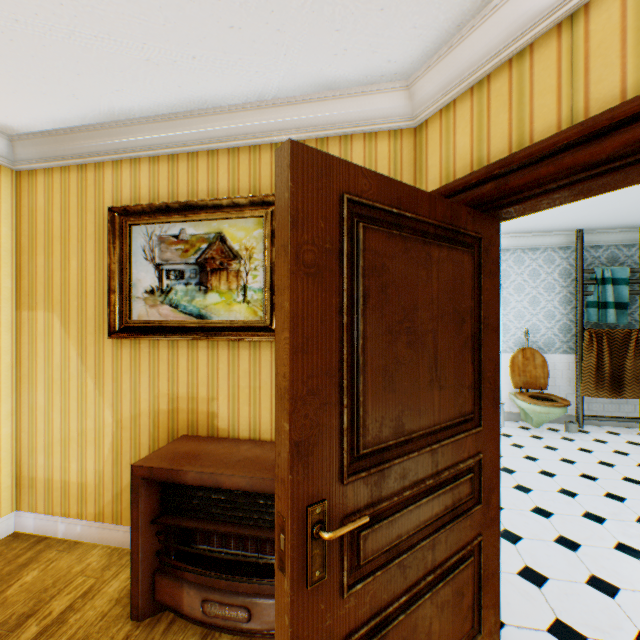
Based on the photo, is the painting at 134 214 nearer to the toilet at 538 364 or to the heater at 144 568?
the heater at 144 568

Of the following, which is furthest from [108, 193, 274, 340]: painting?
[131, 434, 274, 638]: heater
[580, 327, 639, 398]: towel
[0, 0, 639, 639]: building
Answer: [580, 327, 639, 398]: towel

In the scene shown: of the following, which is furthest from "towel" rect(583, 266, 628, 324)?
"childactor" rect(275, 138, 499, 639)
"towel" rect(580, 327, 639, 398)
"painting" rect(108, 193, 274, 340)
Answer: → "painting" rect(108, 193, 274, 340)

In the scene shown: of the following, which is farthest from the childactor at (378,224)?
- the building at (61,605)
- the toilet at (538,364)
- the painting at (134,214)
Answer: the toilet at (538,364)

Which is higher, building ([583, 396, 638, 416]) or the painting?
the painting

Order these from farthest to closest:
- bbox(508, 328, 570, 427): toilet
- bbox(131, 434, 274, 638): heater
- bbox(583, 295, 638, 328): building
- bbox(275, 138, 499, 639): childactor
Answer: bbox(583, 295, 638, 328): building → bbox(508, 328, 570, 427): toilet → bbox(131, 434, 274, 638): heater → bbox(275, 138, 499, 639): childactor

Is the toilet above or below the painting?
below

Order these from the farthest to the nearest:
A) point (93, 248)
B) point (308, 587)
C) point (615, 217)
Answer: point (615, 217) < point (93, 248) < point (308, 587)
